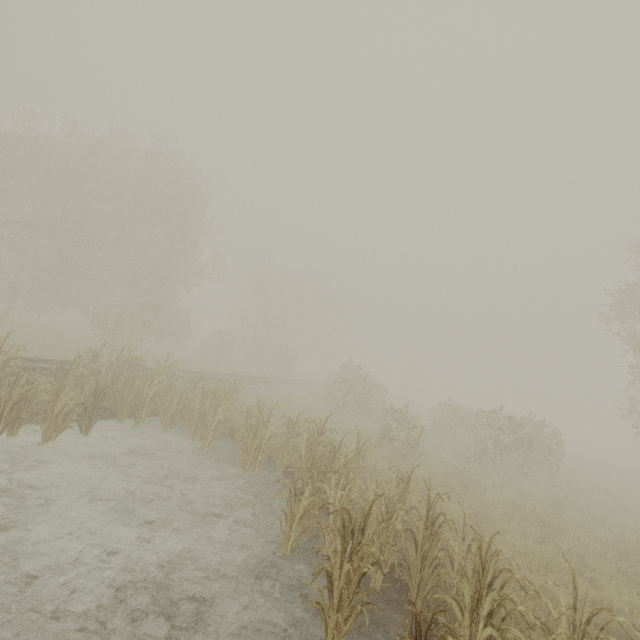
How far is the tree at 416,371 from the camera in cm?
4938

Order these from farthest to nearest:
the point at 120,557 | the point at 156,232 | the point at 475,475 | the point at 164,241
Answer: the point at 164,241 < the point at 156,232 < the point at 475,475 < the point at 120,557

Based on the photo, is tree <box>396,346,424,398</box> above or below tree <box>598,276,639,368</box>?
below

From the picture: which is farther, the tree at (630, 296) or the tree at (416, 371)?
the tree at (416, 371)

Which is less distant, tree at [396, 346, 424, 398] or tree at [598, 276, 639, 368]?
tree at [598, 276, 639, 368]

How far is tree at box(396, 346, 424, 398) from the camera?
49.38m
